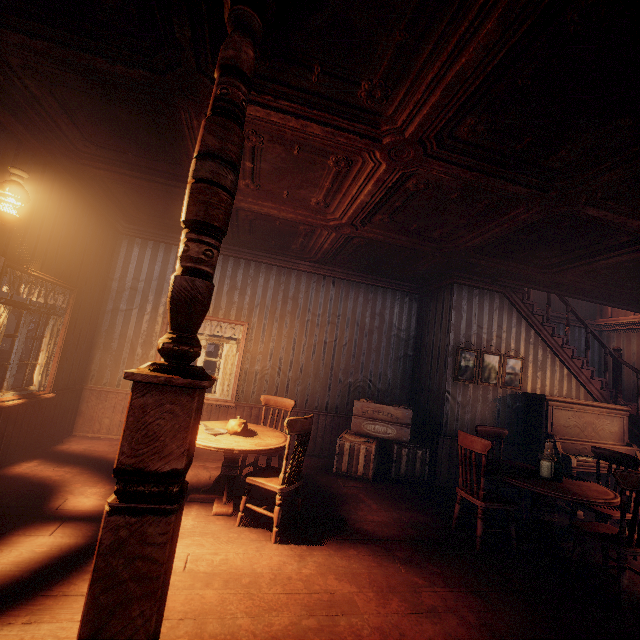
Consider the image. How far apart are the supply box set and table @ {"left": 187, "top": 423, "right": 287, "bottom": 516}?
1.7m

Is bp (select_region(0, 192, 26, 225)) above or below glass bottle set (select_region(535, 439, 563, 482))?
above

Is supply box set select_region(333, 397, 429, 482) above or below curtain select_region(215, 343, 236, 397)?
below

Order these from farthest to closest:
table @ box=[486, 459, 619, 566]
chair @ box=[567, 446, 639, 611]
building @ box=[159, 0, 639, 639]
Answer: table @ box=[486, 459, 619, 566] → chair @ box=[567, 446, 639, 611] → building @ box=[159, 0, 639, 639]

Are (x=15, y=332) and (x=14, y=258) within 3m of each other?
yes

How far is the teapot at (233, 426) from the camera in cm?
391

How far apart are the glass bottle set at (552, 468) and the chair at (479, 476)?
0.6m

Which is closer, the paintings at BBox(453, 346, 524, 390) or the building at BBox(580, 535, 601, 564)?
the building at BBox(580, 535, 601, 564)
